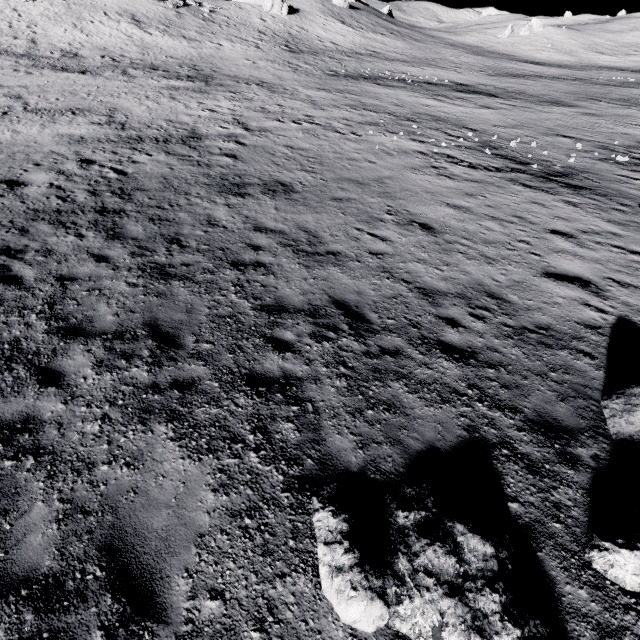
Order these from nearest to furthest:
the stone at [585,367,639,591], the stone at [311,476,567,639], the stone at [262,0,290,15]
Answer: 1. the stone at [311,476,567,639]
2. the stone at [585,367,639,591]
3. the stone at [262,0,290,15]

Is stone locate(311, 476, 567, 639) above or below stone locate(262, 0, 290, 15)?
below

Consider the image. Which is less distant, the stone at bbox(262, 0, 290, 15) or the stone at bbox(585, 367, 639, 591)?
the stone at bbox(585, 367, 639, 591)

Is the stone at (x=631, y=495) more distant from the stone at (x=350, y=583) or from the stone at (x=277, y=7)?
the stone at (x=277, y=7)

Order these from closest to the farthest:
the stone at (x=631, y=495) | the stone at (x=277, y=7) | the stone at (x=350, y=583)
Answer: the stone at (x=350, y=583), the stone at (x=631, y=495), the stone at (x=277, y=7)

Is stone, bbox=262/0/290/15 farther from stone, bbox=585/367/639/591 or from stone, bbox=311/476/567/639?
stone, bbox=311/476/567/639

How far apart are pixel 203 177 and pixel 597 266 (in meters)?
14.78
